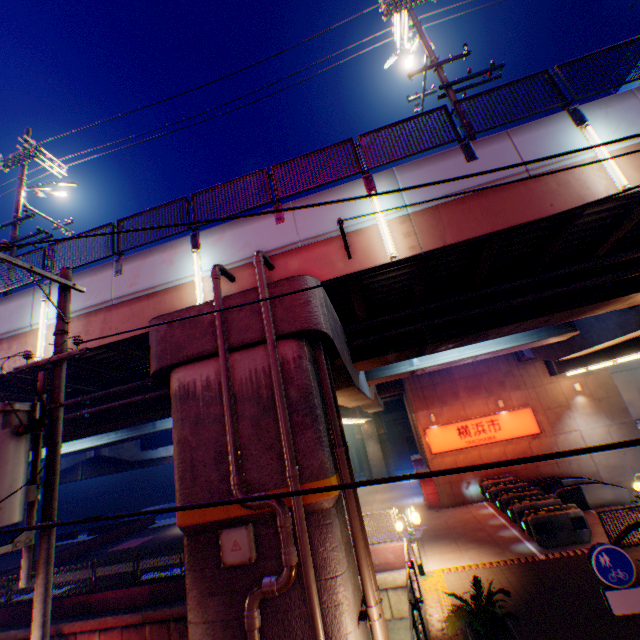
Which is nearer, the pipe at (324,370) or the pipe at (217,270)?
the pipe at (324,370)

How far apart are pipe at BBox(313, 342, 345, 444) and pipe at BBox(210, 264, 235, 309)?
0.9m

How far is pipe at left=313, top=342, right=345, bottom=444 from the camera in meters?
6.6

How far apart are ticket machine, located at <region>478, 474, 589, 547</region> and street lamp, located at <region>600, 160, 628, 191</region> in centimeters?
1318cm

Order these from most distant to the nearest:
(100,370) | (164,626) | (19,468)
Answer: (164,626) → (100,370) → (19,468)

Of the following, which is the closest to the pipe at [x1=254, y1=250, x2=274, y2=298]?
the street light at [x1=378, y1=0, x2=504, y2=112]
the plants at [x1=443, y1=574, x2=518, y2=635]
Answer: the plants at [x1=443, y1=574, x2=518, y2=635]

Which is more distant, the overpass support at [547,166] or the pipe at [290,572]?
the overpass support at [547,166]

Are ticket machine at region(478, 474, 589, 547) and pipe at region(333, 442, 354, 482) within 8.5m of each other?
no
